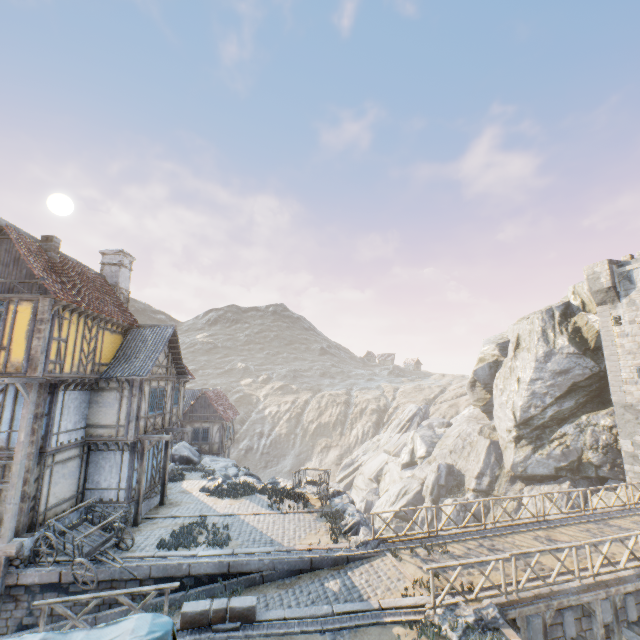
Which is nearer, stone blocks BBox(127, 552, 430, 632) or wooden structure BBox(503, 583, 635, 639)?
stone blocks BBox(127, 552, 430, 632)

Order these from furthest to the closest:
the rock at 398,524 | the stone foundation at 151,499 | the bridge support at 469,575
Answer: the rock at 398,524 → the stone foundation at 151,499 → the bridge support at 469,575

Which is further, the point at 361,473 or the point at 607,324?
the point at 361,473

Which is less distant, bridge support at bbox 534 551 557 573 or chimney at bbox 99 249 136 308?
bridge support at bbox 534 551 557 573

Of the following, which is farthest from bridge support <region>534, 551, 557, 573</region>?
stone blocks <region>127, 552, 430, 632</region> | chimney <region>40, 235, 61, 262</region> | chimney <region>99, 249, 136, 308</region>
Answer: chimney <region>40, 235, 61, 262</region>

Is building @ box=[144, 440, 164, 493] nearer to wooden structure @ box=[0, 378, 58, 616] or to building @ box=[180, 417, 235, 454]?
wooden structure @ box=[0, 378, 58, 616]

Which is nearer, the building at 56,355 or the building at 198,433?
the building at 56,355

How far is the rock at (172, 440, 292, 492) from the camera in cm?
2054
